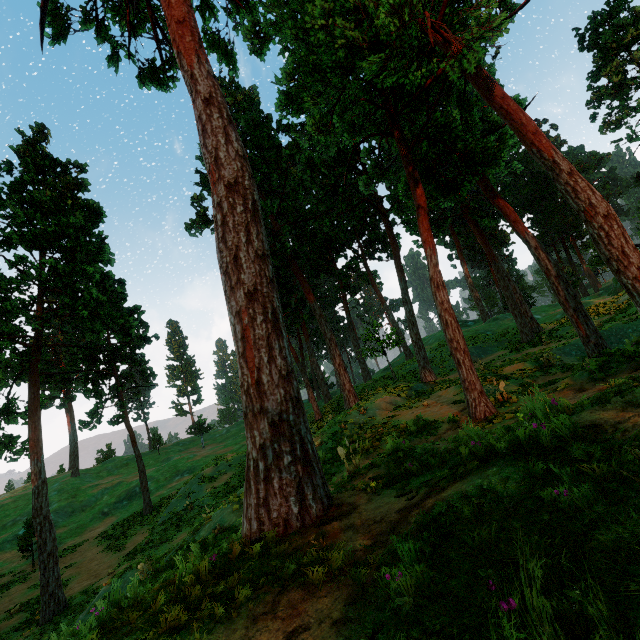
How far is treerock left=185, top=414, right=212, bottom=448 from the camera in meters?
51.8 m

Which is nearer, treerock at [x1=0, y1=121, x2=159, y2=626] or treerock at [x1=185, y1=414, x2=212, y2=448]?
treerock at [x1=0, y1=121, x2=159, y2=626]

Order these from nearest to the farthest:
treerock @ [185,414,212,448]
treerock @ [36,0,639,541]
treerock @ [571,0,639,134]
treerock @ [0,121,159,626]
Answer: treerock @ [36,0,639,541] → treerock @ [0,121,159,626] → treerock @ [571,0,639,134] → treerock @ [185,414,212,448]

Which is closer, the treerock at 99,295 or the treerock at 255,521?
the treerock at 255,521

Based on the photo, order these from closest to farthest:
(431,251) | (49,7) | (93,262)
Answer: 1. (431,251)
2. (49,7)
3. (93,262)

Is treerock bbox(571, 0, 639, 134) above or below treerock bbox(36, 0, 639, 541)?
above
